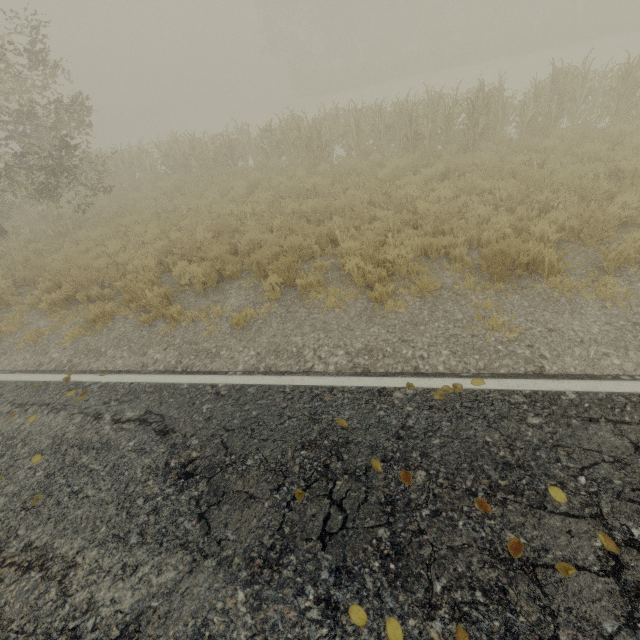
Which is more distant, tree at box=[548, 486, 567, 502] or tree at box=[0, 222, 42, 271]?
tree at box=[0, 222, 42, 271]

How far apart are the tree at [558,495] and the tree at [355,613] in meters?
1.9 m

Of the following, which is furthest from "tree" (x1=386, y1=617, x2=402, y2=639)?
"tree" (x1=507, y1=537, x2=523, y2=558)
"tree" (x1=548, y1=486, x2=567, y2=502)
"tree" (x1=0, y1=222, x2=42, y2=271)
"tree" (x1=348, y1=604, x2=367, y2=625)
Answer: "tree" (x1=0, y1=222, x2=42, y2=271)

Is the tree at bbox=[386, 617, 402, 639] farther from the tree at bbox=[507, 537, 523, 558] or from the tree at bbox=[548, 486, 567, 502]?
the tree at bbox=[548, 486, 567, 502]

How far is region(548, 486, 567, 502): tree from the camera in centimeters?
278cm

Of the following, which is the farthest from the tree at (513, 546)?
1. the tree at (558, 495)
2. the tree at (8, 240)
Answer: the tree at (8, 240)

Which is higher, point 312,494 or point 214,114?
point 312,494

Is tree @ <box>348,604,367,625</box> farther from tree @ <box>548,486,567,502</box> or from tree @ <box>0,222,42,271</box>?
tree @ <box>0,222,42,271</box>
